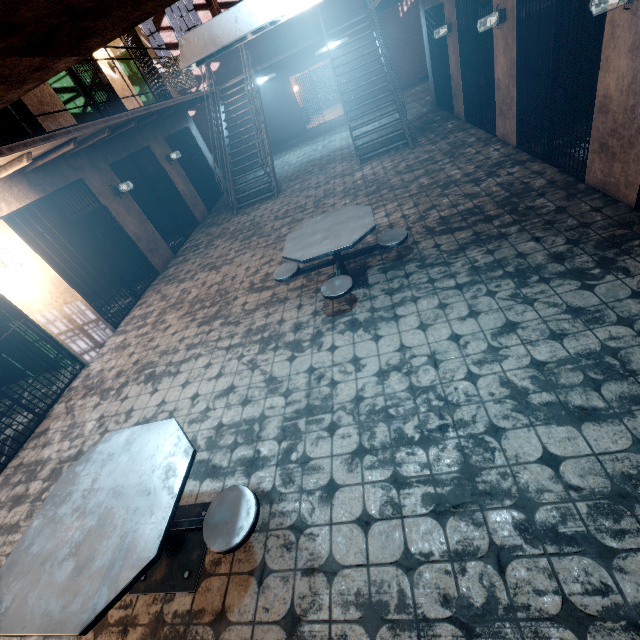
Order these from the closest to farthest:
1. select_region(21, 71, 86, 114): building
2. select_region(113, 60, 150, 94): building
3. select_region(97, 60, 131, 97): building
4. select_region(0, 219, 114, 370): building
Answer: select_region(0, 219, 114, 370): building
select_region(21, 71, 86, 114): building
select_region(97, 60, 131, 97): building
select_region(113, 60, 150, 94): building

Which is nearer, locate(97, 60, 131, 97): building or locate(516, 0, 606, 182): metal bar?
locate(516, 0, 606, 182): metal bar

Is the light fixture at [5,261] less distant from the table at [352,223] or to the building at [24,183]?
the building at [24,183]

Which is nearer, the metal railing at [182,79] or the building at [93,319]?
the metal railing at [182,79]

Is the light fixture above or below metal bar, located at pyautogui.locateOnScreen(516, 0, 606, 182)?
above

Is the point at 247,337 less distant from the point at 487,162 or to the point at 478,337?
the point at 478,337

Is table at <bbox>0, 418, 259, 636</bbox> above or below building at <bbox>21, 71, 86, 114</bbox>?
below

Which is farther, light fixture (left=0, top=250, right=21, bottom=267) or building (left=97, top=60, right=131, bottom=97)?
building (left=97, top=60, right=131, bottom=97)
